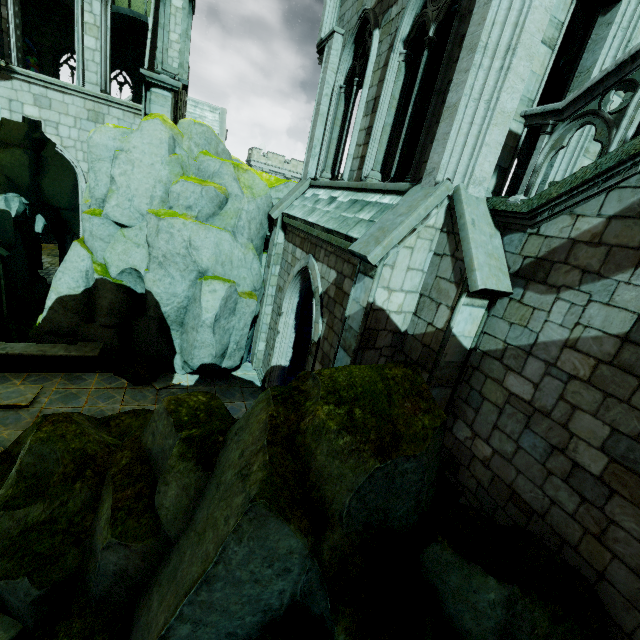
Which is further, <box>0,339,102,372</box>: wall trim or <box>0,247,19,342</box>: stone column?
<box>0,247,19,342</box>: stone column

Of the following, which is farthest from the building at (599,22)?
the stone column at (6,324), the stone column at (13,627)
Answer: the stone column at (13,627)

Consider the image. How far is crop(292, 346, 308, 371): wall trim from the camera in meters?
13.4

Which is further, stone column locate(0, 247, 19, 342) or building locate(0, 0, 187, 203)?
stone column locate(0, 247, 19, 342)

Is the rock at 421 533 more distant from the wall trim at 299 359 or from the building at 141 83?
the wall trim at 299 359

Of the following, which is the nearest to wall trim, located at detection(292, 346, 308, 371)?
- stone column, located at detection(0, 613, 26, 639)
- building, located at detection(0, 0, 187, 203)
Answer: building, located at detection(0, 0, 187, 203)

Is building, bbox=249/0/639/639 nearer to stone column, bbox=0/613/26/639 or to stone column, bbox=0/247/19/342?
stone column, bbox=0/247/19/342

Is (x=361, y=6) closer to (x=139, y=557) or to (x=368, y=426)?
(x=368, y=426)
